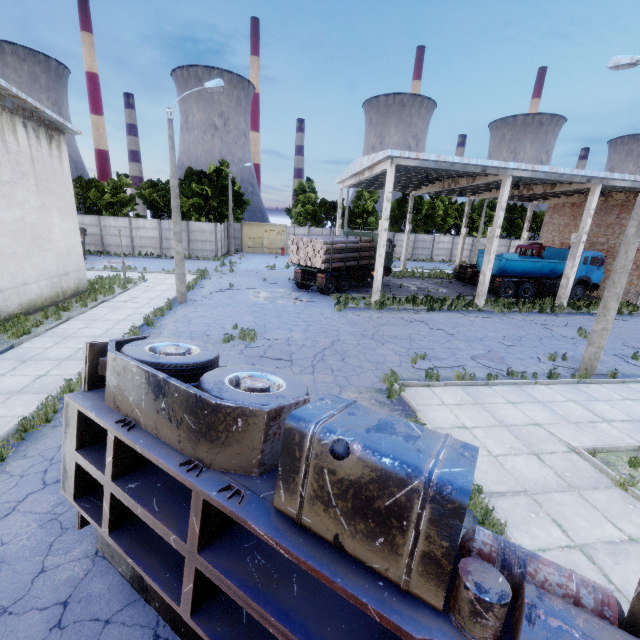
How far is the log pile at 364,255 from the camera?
21.8m

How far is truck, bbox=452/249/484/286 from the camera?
24.8m

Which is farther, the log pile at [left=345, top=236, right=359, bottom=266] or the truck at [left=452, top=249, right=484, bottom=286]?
the truck at [left=452, top=249, right=484, bottom=286]

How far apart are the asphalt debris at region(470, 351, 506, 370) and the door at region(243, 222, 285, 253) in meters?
34.6 m

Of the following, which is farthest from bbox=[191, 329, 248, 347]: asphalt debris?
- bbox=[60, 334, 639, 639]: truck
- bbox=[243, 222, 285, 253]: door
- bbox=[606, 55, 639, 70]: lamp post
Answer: bbox=[243, 222, 285, 253]: door

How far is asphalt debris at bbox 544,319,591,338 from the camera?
15.60m

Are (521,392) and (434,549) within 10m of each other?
yes

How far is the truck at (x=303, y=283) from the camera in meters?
20.2
